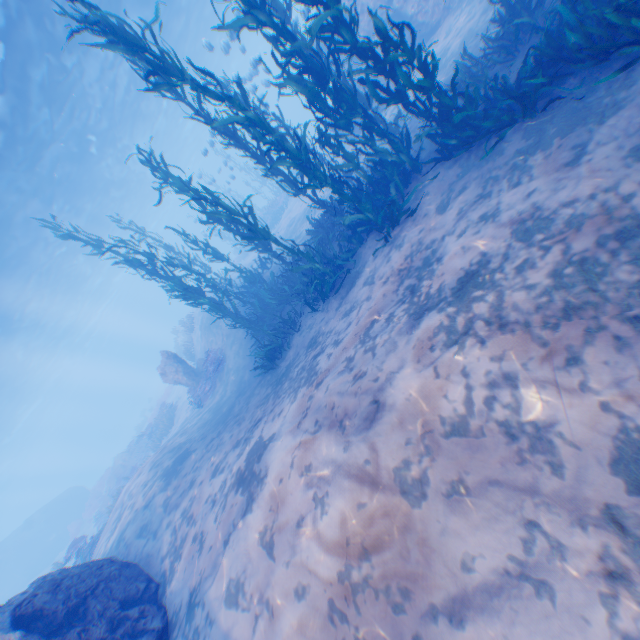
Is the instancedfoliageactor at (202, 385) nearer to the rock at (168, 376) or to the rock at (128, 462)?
the rock at (168, 376)

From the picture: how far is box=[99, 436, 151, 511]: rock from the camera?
22.3m

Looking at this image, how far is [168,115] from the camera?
30.78m

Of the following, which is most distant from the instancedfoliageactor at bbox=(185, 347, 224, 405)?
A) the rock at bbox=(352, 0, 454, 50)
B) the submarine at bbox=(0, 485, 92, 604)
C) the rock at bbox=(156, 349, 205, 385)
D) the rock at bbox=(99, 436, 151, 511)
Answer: the rock at bbox=(99, 436, 151, 511)

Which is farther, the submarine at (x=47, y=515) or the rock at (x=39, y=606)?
the submarine at (x=47, y=515)

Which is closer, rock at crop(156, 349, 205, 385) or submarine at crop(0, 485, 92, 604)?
rock at crop(156, 349, 205, 385)

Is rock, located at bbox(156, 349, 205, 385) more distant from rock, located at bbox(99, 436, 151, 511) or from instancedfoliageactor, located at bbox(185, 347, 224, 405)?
rock, located at bbox(99, 436, 151, 511)

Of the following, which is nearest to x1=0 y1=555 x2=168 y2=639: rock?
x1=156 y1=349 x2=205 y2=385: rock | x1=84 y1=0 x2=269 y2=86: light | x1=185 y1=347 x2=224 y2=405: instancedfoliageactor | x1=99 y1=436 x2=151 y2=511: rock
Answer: x1=84 y1=0 x2=269 y2=86: light
